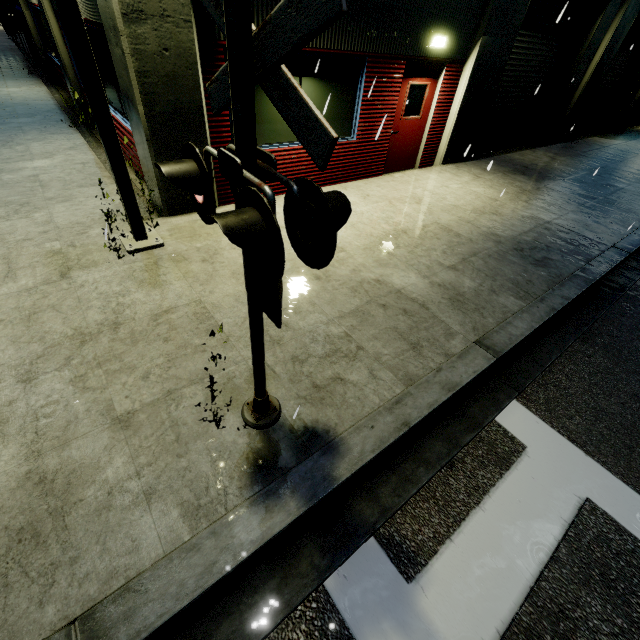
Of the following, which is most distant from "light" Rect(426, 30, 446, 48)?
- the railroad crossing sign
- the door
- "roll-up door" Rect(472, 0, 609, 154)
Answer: the railroad crossing sign

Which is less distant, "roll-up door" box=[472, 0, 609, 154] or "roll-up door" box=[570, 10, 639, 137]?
"roll-up door" box=[472, 0, 609, 154]

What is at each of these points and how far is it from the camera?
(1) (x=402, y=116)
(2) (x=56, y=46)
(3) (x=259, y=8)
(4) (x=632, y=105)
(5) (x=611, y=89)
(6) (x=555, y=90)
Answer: (1) door, 8.07m
(2) building, 9.08m
(3) building, 4.95m
(4) building, 16.80m
(5) roll-up door, 15.18m
(6) roll-up door, 12.20m

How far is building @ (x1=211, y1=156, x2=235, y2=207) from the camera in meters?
→ 5.9 m

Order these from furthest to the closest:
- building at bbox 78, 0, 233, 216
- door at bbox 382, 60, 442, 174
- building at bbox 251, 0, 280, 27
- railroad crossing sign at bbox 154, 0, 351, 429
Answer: door at bbox 382, 60, 442, 174 → building at bbox 251, 0, 280, 27 → building at bbox 78, 0, 233, 216 → railroad crossing sign at bbox 154, 0, 351, 429

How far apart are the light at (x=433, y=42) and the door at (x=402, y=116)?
0.2m

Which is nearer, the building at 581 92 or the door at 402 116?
the door at 402 116

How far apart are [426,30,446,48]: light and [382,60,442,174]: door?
0.2m
